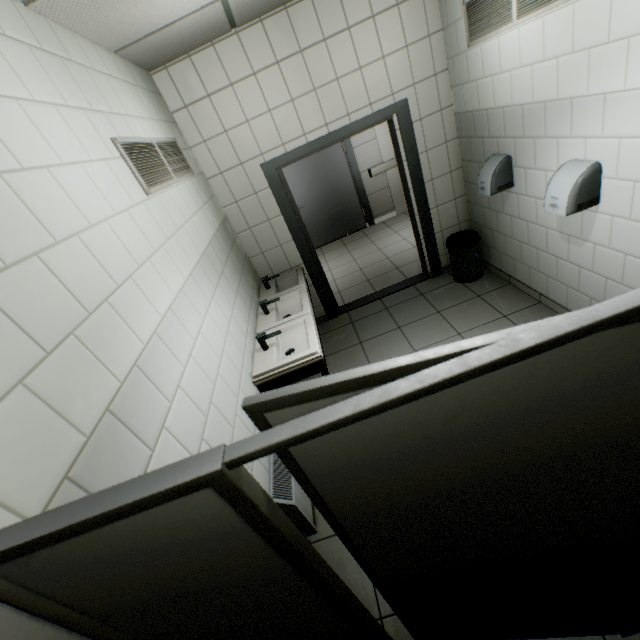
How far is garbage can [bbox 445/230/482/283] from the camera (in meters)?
3.84

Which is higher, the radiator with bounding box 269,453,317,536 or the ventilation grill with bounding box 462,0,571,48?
the ventilation grill with bounding box 462,0,571,48

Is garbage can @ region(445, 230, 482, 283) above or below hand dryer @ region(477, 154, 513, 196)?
below

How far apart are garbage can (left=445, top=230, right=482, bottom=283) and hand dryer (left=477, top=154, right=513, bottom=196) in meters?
0.6 m

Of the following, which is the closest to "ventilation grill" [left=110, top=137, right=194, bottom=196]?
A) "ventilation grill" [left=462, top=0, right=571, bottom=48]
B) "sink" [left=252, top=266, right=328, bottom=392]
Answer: "sink" [left=252, top=266, right=328, bottom=392]

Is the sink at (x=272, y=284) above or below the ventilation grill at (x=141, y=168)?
below

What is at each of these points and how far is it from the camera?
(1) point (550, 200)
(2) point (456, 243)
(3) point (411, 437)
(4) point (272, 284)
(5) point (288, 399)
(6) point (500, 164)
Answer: (1) hand dryer, 2.4 meters
(2) garbage can, 3.9 meters
(3) door, 0.7 meters
(4) sink, 3.9 meters
(5) door, 0.7 meters
(6) hand dryer, 3.0 meters

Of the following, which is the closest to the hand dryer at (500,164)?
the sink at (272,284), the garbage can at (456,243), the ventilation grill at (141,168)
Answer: the garbage can at (456,243)
